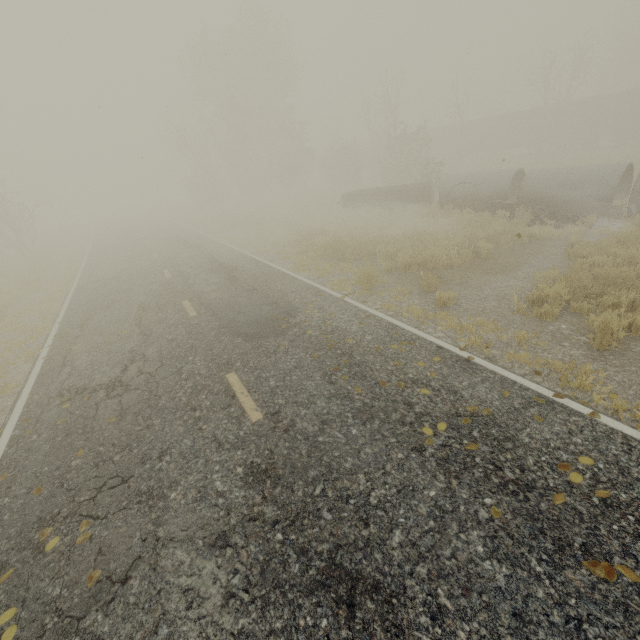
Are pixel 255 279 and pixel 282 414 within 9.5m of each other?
yes

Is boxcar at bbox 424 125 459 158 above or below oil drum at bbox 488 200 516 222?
above

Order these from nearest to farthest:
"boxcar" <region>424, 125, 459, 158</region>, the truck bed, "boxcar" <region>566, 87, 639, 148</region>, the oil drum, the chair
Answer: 1. the chair
2. the oil drum
3. the truck bed
4. "boxcar" <region>566, 87, 639, 148</region>
5. "boxcar" <region>424, 125, 459, 158</region>

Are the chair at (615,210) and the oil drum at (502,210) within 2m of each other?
no

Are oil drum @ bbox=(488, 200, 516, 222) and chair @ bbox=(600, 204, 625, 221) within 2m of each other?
no

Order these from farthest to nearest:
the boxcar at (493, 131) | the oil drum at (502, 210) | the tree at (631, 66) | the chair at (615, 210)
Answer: the tree at (631, 66), the boxcar at (493, 131), the oil drum at (502, 210), the chair at (615, 210)

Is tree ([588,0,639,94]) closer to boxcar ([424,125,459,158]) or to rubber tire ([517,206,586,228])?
boxcar ([424,125,459,158])

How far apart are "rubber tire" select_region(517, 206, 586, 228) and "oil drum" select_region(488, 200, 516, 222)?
0.98m
